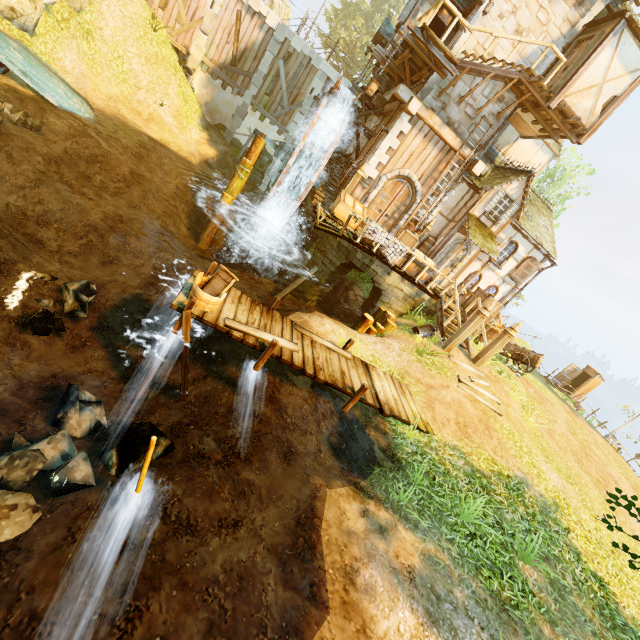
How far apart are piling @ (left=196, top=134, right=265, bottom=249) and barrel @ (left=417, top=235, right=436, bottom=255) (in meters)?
8.60

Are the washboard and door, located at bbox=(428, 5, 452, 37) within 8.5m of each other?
no

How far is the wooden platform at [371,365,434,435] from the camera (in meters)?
8.23

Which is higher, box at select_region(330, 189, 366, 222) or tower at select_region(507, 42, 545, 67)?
tower at select_region(507, 42, 545, 67)

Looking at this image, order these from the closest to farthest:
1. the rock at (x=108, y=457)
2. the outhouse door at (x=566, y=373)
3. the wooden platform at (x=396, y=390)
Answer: the rock at (x=108, y=457), the wooden platform at (x=396, y=390), the outhouse door at (x=566, y=373)

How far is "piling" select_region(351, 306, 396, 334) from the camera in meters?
12.1 m

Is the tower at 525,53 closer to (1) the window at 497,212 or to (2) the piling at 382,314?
(1) the window at 497,212

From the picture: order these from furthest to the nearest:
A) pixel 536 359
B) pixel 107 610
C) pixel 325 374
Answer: pixel 536 359, pixel 325 374, pixel 107 610
